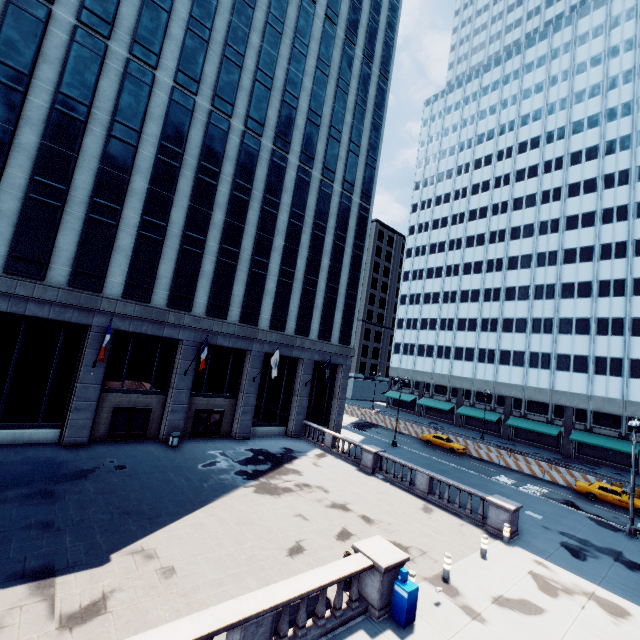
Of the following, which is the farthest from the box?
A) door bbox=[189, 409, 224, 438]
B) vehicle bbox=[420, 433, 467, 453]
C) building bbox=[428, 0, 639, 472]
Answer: building bbox=[428, 0, 639, 472]

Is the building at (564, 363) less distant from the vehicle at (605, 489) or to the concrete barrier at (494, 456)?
the concrete barrier at (494, 456)

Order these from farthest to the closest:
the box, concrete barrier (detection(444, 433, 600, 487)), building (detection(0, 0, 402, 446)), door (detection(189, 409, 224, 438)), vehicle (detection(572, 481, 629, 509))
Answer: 1. concrete barrier (detection(444, 433, 600, 487))
2. door (detection(189, 409, 224, 438))
3. vehicle (detection(572, 481, 629, 509))
4. building (detection(0, 0, 402, 446))
5. the box

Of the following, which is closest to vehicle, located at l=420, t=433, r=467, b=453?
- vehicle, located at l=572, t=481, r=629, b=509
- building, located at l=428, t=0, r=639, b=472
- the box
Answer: vehicle, located at l=572, t=481, r=629, b=509

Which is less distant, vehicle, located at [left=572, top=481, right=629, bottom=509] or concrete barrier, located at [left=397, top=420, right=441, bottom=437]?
vehicle, located at [left=572, top=481, right=629, bottom=509]

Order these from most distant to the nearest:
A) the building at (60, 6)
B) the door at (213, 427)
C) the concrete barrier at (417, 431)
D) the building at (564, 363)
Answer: the building at (564, 363)
the concrete barrier at (417, 431)
the door at (213, 427)
the building at (60, 6)

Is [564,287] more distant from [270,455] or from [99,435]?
[99,435]

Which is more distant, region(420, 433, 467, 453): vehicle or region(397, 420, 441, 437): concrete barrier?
region(397, 420, 441, 437): concrete barrier
